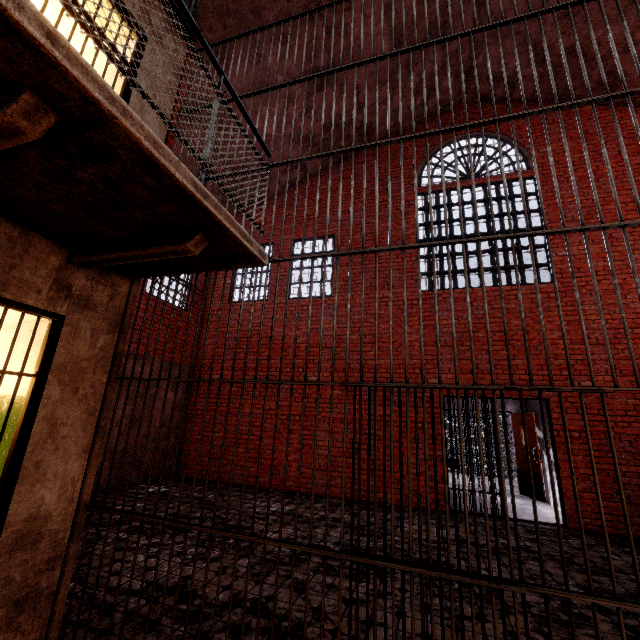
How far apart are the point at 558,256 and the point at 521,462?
5.7m

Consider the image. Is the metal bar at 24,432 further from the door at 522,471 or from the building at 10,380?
the door at 522,471

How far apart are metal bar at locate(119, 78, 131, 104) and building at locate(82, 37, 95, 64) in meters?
0.3 m

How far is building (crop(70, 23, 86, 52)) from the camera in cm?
374

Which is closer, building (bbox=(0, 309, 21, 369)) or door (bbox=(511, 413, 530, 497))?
building (bbox=(0, 309, 21, 369))

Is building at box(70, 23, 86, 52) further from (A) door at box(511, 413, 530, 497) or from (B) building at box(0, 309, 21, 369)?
(A) door at box(511, 413, 530, 497)

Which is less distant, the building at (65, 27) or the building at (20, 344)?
the building at (20, 344)

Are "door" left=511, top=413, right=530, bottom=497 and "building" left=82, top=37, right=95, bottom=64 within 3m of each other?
no
